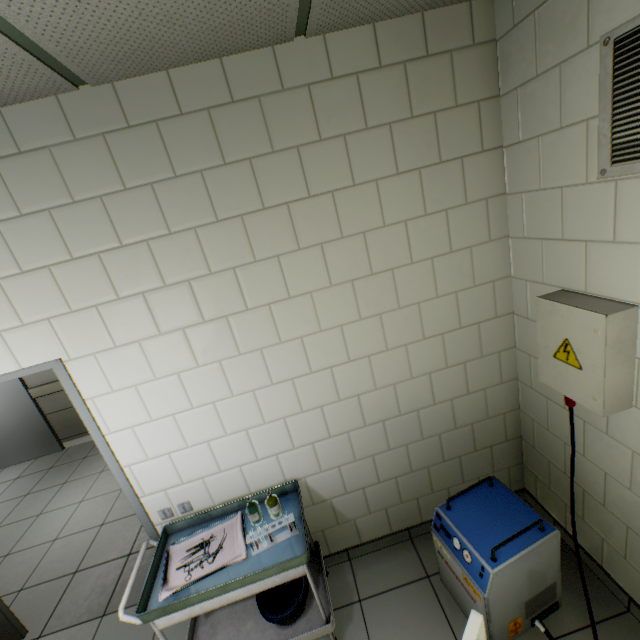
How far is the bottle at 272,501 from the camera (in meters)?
1.96

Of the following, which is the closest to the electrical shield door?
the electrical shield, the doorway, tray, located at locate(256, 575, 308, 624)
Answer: the electrical shield

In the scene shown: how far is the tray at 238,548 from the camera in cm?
174

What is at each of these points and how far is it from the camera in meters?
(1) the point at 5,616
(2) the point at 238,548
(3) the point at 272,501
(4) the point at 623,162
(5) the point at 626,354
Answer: (1) doorway, 2.4 m
(2) tray, 1.8 m
(3) bottle, 2.0 m
(4) ventilation grill, 1.2 m
(5) electrical shield, 1.4 m

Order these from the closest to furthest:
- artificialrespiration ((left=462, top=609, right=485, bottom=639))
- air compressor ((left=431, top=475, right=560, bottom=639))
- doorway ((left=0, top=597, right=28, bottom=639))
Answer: artificialrespiration ((left=462, top=609, right=485, bottom=639)) → air compressor ((left=431, top=475, right=560, bottom=639)) → doorway ((left=0, top=597, right=28, bottom=639))

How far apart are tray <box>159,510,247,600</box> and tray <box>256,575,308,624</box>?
0.43m

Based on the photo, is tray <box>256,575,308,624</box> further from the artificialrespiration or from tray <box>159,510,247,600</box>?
the artificialrespiration

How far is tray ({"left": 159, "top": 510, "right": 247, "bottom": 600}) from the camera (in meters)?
1.74
